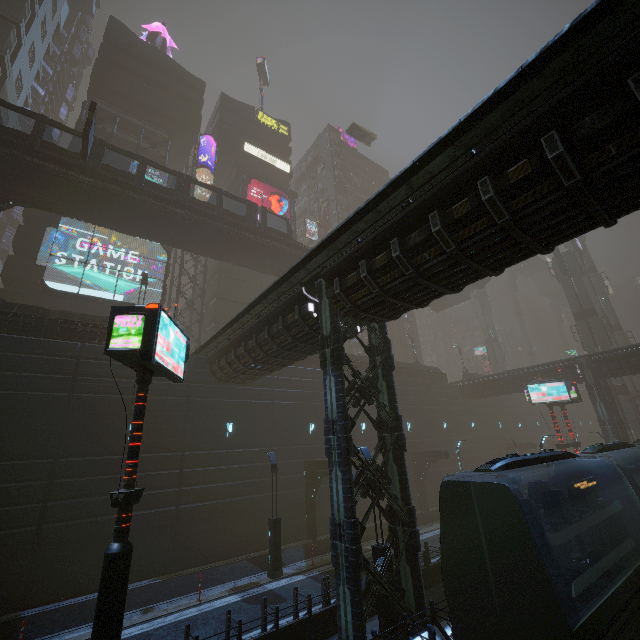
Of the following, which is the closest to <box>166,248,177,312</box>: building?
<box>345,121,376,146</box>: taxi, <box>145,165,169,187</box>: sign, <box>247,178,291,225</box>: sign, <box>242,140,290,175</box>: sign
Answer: <box>242,140,290,175</box>: sign

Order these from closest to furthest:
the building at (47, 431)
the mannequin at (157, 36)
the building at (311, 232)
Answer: the building at (47, 431), the mannequin at (157, 36), the building at (311, 232)

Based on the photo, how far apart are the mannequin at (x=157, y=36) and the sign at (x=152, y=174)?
22.45m

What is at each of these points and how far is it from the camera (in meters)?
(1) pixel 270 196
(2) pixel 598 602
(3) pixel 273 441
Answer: (1) sign, 43.44
(2) train, 7.27
(3) building, 22.83

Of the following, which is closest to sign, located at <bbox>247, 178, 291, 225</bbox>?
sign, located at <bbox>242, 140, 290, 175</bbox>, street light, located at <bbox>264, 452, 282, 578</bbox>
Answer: sign, located at <bbox>242, 140, 290, 175</bbox>

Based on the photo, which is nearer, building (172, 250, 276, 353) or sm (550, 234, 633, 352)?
building (172, 250, 276, 353)

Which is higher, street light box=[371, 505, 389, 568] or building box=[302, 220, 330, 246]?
building box=[302, 220, 330, 246]

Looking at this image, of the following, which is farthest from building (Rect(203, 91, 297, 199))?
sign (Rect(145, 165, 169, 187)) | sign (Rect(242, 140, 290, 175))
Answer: sign (Rect(145, 165, 169, 187))
